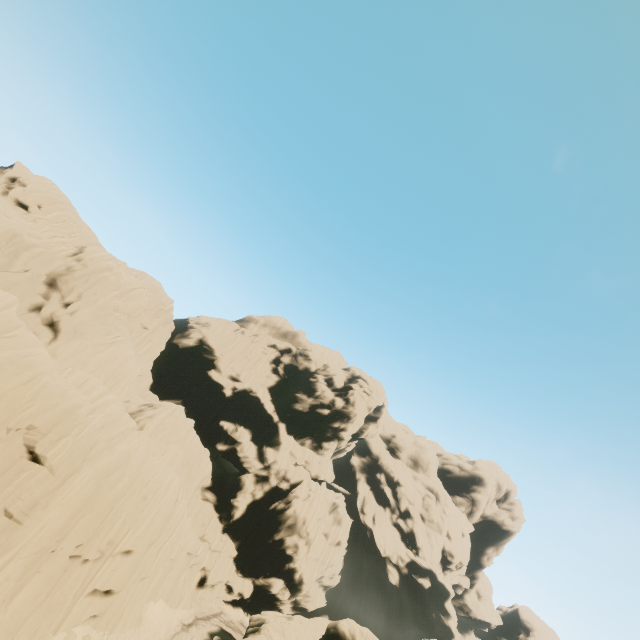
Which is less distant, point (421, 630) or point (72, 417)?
point (72, 417)
